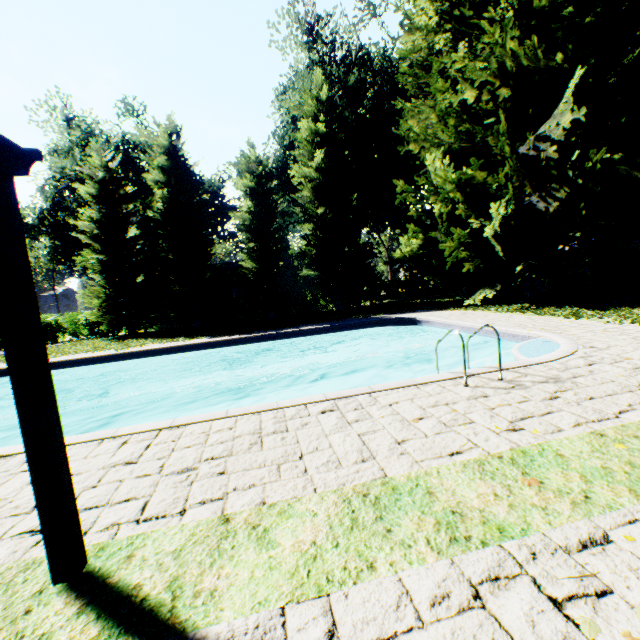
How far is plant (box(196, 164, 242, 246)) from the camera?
42.0 meters

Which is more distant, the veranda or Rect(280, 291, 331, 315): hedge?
Rect(280, 291, 331, 315): hedge

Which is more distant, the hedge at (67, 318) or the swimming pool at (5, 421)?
the hedge at (67, 318)

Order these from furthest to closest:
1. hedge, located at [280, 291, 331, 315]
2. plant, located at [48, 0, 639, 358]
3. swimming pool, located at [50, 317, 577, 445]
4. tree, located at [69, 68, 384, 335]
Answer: hedge, located at [280, 291, 331, 315]
tree, located at [69, 68, 384, 335]
plant, located at [48, 0, 639, 358]
swimming pool, located at [50, 317, 577, 445]

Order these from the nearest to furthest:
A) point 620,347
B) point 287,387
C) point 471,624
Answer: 1. point 471,624
2. point 620,347
3. point 287,387

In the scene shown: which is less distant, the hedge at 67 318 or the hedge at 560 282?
the hedge at 560 282

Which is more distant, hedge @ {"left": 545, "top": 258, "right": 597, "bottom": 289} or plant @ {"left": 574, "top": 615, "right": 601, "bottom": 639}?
hedge @ {"left": 545, "top": 258, "right": 597, "bottom": 289}

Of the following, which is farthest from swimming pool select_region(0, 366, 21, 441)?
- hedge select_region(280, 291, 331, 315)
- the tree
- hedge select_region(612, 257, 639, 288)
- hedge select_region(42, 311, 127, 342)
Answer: hedge select_region(612, 257, 639, 288)
